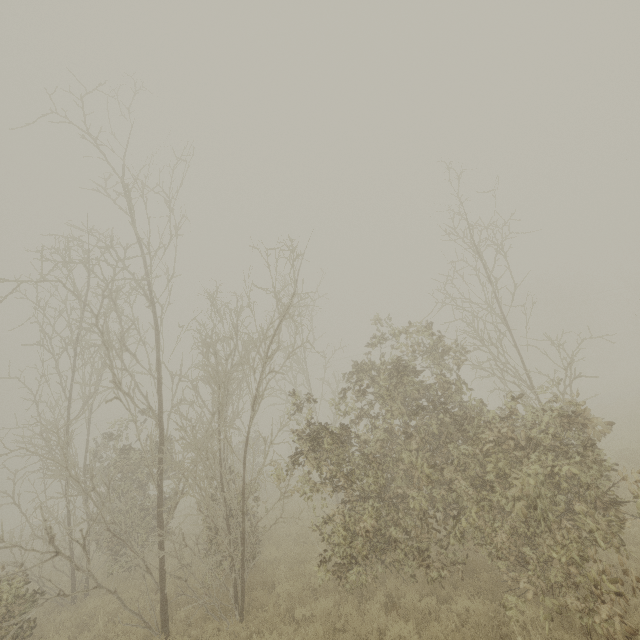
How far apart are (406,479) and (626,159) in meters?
13.9 m
